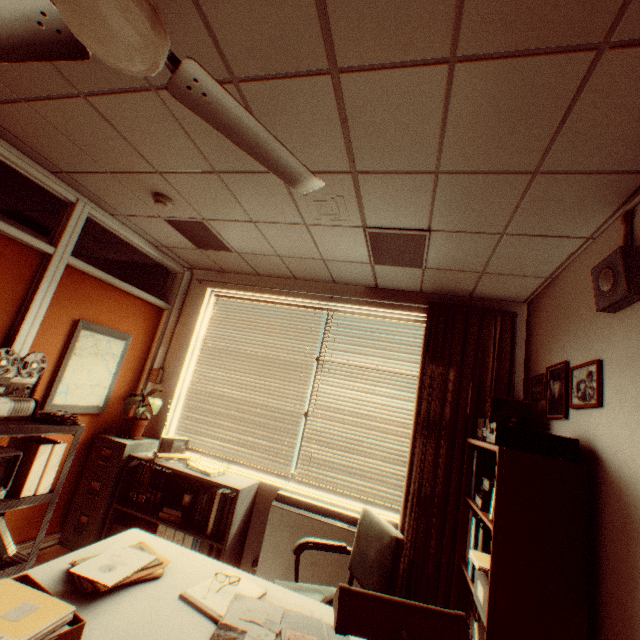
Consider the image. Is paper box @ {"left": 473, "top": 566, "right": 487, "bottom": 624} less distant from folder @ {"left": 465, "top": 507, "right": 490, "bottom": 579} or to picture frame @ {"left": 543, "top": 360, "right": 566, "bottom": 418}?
folder @ {"left": 465, "top": 507, "right": 490, "bottom": 579}

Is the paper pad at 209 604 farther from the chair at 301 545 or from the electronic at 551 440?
the electronic at 551 440

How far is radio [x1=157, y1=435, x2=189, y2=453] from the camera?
3.67m

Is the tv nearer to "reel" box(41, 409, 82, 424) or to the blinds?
"reel" box(41, 409, 82, 424)

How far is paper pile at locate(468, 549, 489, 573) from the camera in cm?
194

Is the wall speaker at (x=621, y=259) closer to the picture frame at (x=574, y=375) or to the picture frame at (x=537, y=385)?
the picture frame at (x=574, y=375)

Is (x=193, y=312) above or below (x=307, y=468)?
above

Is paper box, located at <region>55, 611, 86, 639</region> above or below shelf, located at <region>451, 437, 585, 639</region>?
below
